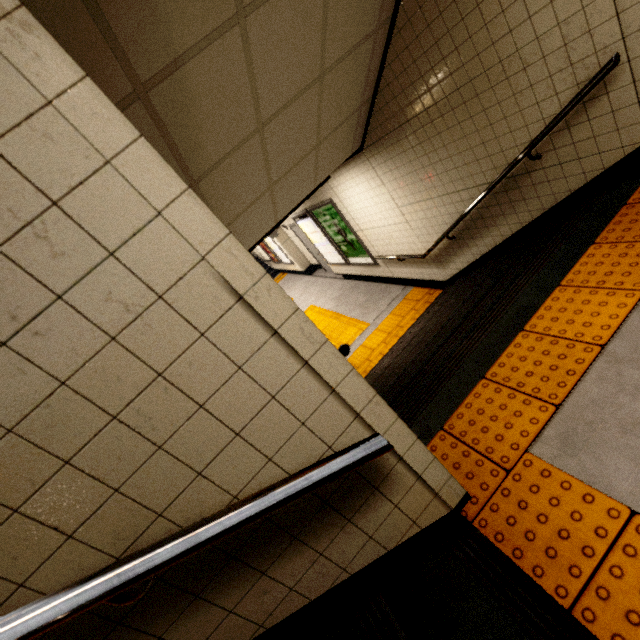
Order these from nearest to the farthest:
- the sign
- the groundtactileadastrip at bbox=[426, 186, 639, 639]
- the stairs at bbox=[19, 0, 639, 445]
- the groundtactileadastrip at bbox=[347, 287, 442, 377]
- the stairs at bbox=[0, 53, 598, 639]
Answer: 1. the stairs at bbox=[0, 53, 598, 639]
2. the groundtactileadastrip at bbox=[426, 186, 639, 639]
3. the stairs at bbox=[19, 0, 639, 445]
4. the groundtactileadastrip at bbox=[347, 287, 442, 377]
5. the sign

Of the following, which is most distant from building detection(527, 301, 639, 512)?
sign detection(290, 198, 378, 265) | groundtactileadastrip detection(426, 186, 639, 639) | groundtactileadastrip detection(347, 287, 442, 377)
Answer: sign detection(290, 198, 378, 265)

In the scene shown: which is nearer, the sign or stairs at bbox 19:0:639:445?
stairs at bbox 19:0:639:445

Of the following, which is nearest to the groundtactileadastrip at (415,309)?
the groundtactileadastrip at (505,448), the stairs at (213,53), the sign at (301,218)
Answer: the stairs at (213,53)

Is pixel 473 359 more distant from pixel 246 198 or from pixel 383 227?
pixel 383 227

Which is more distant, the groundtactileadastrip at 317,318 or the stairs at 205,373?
the groundtactileadastrip at 317,318

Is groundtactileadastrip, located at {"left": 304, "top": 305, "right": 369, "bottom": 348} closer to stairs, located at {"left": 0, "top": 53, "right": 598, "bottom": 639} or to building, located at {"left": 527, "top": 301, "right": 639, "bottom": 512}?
stairs, located at {"left": 0, "top": 53, "right": 598, "bottom": 639}

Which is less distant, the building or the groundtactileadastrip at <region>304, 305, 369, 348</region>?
the building
